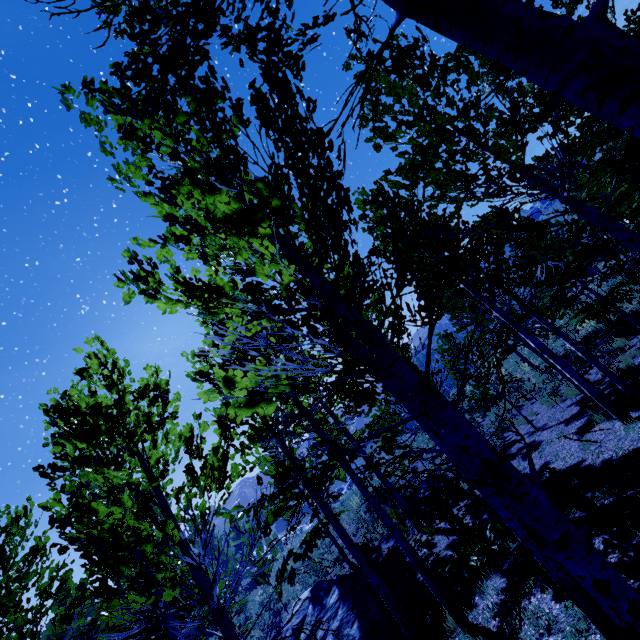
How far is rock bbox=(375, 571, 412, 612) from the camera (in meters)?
9.39

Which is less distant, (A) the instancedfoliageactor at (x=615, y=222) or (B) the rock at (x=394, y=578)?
(A) the instancedfoliageactor at (x=615, y=222)

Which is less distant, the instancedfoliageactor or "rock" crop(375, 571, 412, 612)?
the instancedfoliageactor

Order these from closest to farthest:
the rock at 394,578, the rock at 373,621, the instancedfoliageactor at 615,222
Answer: the instancedfoliageactor at 615,222
the rock at 373,621
the rock at 394,578

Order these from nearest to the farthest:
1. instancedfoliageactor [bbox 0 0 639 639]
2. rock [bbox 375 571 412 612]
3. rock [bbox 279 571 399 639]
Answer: instancedfoliageactor [bbox 0 0 639 639], rock [bbox 279 571 399 639], rock [bbox 375 571 412 612]

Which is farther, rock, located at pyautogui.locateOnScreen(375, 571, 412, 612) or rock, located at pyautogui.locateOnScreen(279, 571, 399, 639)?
rock, located at pyautogui.locateOnScreen(375, 571, 412, 612)

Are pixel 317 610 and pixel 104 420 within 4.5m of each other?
no

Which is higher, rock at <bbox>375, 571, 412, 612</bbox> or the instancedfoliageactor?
the instancedfoliageactor
